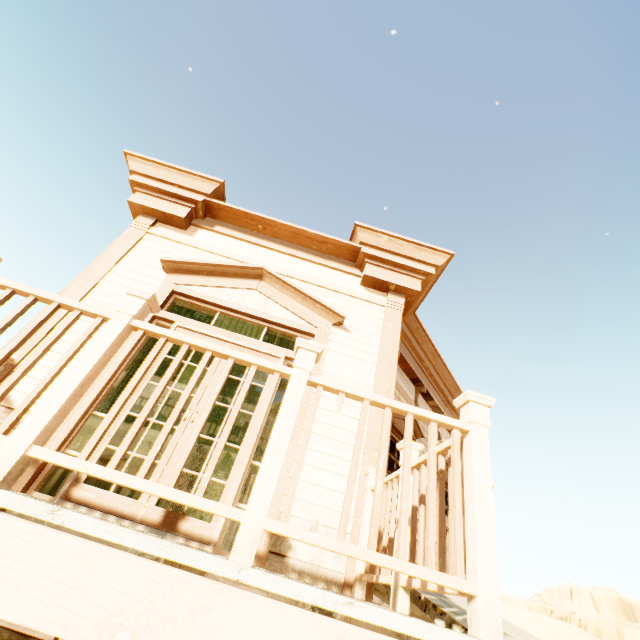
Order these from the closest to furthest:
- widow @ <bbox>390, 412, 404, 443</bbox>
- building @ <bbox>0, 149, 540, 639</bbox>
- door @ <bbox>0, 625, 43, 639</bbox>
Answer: building @ <bbox>0, 149, 540, 639</bbox> → door @ <bbox>0, 625, 43, 639</bbox> → widow @ <bbox>390, 412, 404, 443</bbox>

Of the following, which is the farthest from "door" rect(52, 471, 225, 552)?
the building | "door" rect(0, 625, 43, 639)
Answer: "door" rect(0, 625, 43, 639)

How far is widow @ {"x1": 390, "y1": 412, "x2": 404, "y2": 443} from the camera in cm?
577

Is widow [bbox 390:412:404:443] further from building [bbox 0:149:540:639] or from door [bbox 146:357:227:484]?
door [bbox 146:357:227:484]

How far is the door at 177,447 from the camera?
3.12m

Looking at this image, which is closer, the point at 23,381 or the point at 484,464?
the point at 484,464

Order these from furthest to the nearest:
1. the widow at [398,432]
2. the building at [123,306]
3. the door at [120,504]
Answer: the widow at [398,432] → the door at [120,504] → the building at [123,306]
